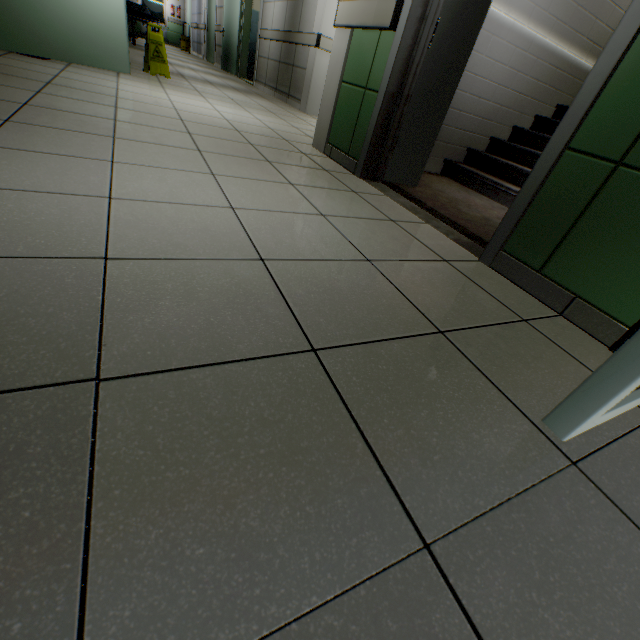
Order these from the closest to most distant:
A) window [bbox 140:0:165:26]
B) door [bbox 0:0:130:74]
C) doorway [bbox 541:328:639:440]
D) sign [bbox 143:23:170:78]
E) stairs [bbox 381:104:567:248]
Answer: doorway [bbox 541:328:639:440] < stairs [bbox 381:104:567:248] < door [bbox 0:0:130:74] < sign [bbox 143:23:170:78] < window [bbox 140:0:165:26]

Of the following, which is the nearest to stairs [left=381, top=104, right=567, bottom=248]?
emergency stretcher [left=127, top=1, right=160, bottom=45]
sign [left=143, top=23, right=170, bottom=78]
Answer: sign [left=143, top=23, right=170, bottom=78]

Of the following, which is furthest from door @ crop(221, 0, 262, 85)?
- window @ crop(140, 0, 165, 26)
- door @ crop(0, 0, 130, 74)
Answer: window @ crop(140, 0, 165, 26)

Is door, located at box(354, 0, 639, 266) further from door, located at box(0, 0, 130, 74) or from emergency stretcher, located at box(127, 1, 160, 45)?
emergency stretcher, located at box(127, 1, 160, 45)

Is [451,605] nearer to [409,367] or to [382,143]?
[409,367]

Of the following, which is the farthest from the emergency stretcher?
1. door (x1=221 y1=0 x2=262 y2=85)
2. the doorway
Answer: the doorway

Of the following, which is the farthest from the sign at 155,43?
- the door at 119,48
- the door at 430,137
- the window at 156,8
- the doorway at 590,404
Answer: the window at 156,8

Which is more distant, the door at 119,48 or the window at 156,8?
the window at 156,8
